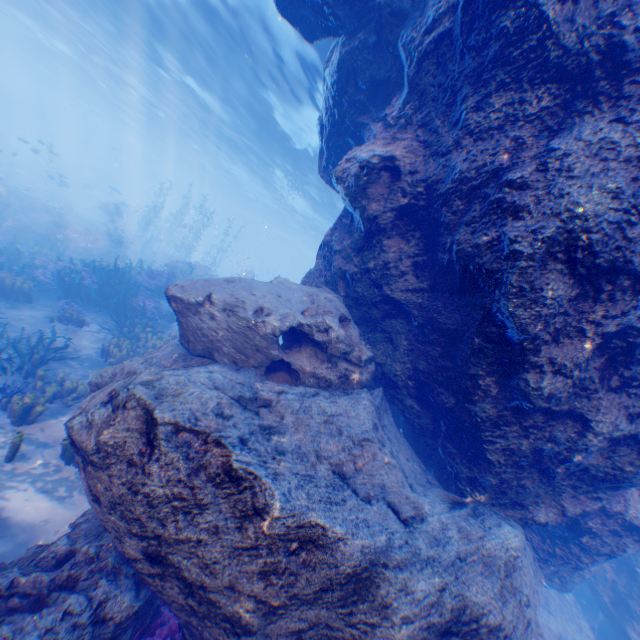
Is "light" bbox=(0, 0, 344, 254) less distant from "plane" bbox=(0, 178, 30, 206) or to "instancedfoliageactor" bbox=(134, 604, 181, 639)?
"instancedfoliageactor" bbox=(134, 604, 181, 639)

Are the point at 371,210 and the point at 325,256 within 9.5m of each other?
yes

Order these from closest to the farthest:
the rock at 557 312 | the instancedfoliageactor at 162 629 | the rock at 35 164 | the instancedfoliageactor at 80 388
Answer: the rock at 557 312
the instancedfoliageactor at 162 629
the instancedfoliageactor at 80 388
the rock at 35 164

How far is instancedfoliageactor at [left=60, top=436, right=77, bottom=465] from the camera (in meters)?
6.01

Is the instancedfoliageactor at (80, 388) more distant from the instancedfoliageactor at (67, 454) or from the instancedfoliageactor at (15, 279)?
the instancedfoliageactor at (15, 279)

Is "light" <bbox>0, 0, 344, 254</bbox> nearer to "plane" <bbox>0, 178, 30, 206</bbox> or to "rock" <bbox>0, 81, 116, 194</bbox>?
"rock" <bbox>0, 81, 116, 194</bbox>

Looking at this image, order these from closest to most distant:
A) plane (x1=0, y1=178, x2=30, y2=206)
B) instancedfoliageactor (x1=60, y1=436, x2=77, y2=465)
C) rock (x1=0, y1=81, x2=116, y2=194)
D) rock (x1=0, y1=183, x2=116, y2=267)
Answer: instancedfoliageactor (x1=60, y1=436, x2=77, y2=465), rock (x1=0, y1=183, x2=116, y2=267), plane (x1=0, y1=178, x2=30, y2=206), rock (x1=0, y1=81, x2=116, y2=194)

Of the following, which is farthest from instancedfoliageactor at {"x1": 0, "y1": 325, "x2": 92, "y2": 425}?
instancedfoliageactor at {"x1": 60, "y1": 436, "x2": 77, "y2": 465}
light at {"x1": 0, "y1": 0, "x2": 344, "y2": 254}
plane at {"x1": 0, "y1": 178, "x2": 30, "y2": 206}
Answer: plane at {"x1": 0, "y1": 178, "x2": 30, "y2": 206}
